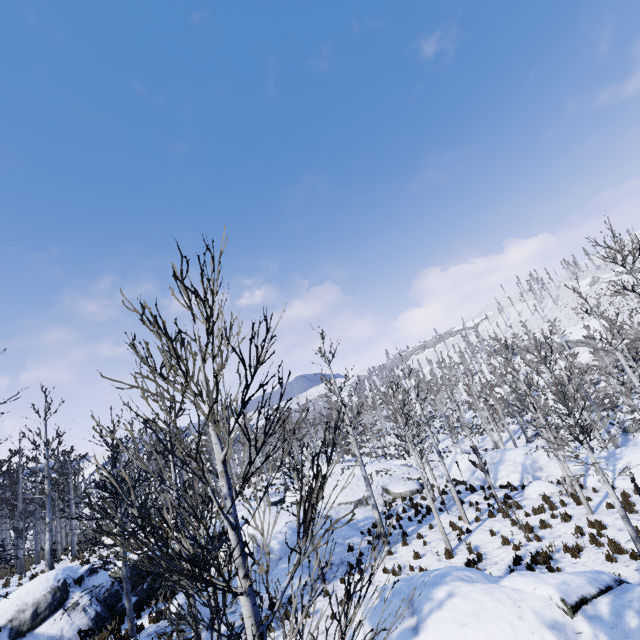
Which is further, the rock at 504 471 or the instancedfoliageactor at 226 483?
the rock at 504 471

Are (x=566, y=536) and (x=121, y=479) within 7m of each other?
no

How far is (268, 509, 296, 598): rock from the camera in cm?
1377

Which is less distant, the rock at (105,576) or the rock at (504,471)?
the rock at (105,576)

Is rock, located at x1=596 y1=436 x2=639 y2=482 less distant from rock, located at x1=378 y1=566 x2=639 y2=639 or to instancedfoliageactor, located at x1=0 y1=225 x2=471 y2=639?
instancedfoliageactor, located at x1=0 y1=225 x2=471 y2=639

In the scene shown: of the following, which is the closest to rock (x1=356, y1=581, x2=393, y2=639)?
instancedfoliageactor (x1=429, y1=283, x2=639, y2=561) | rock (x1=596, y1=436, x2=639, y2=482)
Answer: instancedfoliageactor (x1=429, y1=283, x2=639, y2=561)

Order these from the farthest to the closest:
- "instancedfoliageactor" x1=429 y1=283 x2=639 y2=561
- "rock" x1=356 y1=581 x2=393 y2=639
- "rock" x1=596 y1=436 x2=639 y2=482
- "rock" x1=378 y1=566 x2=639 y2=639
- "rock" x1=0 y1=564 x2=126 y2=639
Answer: "rock" x1=596 y1=436 x2=639 y2=482
"rock" x1=0 y1=564 x2=126 y2=639
"instancedfoliageactor" x1=429 y1=283 x2=639 y2=561
"rock" x1=356 y1=581 x2=393 y2=639
"rock" x1=378 y1=566 x2=639 y2=639
